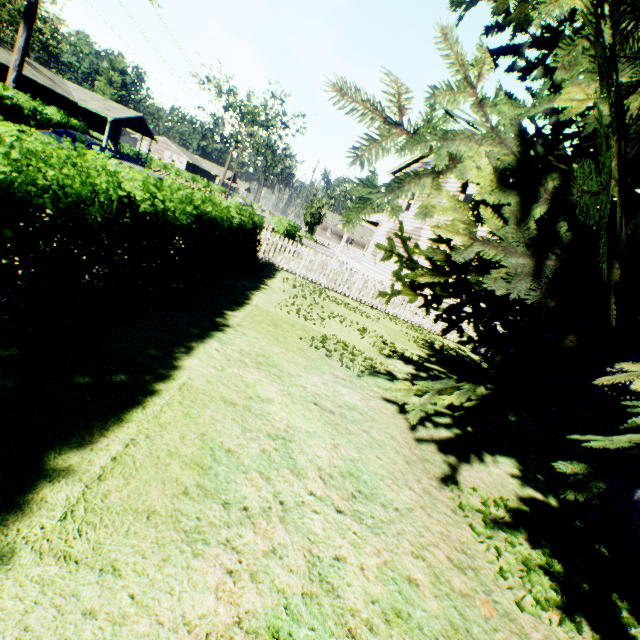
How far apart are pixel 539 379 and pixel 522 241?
2.1 meters

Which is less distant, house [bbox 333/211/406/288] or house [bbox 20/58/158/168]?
house [bbox 333/211/406/288]

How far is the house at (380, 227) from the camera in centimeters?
2106cm

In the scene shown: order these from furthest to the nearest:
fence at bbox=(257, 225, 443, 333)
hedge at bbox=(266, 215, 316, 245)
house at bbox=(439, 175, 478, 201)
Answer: hedge at bbox=(266, 215, 316, 245)
house at bbox=(439, 175, 478, 201)
fence at bbox=(257, 225, 443, 333)

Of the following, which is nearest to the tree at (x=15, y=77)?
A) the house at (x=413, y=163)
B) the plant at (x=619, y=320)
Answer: the house at (x=413, y=163)

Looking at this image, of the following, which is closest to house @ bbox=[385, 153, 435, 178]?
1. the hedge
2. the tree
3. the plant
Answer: the plant

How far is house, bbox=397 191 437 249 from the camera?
18.72m

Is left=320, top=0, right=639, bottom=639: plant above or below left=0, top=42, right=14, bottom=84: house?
below
